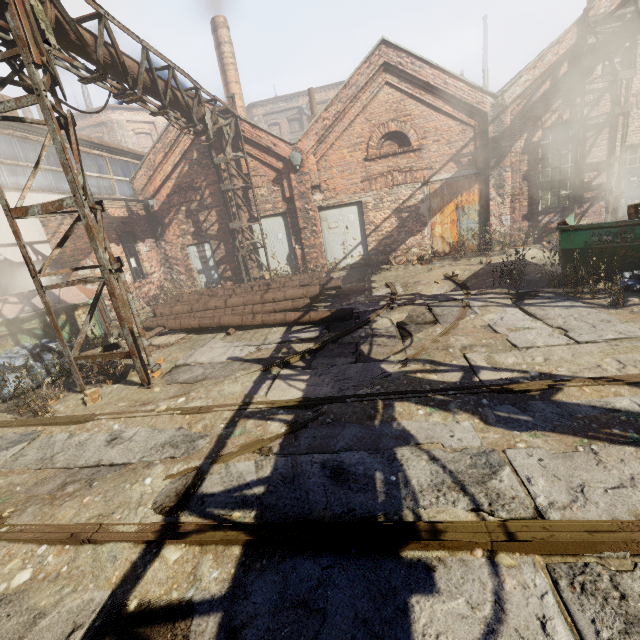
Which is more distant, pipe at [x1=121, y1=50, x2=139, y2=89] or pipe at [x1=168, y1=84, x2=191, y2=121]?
pipe at [x1=168, y1=84, x2=191, y2=121]

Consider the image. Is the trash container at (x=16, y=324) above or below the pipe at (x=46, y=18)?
below

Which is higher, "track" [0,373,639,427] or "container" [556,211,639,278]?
"container" [556,211,639,278]

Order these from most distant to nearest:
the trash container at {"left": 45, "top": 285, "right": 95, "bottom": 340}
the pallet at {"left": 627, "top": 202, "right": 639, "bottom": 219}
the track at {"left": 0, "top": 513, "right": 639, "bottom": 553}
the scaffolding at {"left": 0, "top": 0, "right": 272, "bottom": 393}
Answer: the trash container at {"left": 45, "top": 285, "right": 95, "bottom": 340}
the pallet at {"left": 627, "top": 202, "right": 639, "bottom": 219}
the scaffolding at {"left": 0, "top": 0, "right": 272, "bottom": 393}
the track at {"left": 0, "top": 513, "right": 639, "bottom": 553}

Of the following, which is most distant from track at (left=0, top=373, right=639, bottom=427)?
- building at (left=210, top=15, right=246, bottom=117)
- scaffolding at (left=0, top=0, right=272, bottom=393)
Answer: building at (left=210, top=15, right=246, bottom=117)

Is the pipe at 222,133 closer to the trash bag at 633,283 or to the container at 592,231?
the container at 592,231

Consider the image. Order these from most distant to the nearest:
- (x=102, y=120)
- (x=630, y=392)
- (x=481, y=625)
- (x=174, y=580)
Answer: (x=102, y=120)
(x=630, y=392)
(x=174, y=580)
(x=481, y=625)

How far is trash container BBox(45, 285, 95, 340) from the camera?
7.9 meters
